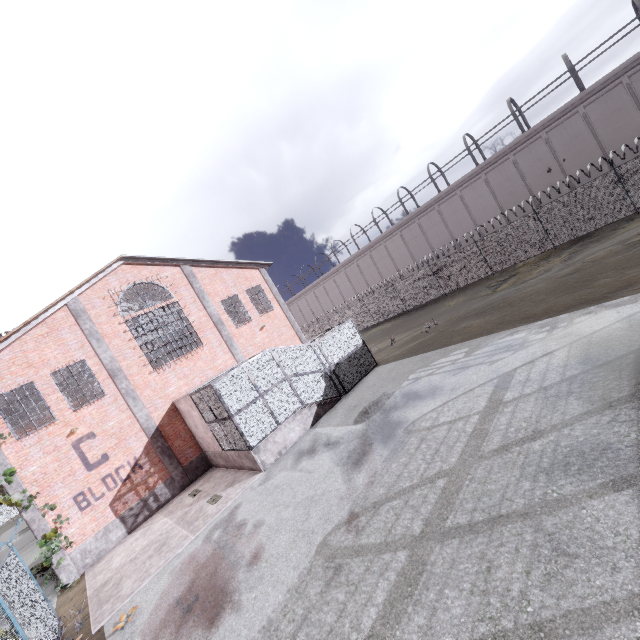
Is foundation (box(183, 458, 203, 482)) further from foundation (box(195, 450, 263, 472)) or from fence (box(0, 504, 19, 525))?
fence (box(0, 504, 19, 525))

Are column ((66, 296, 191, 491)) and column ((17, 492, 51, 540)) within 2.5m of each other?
no

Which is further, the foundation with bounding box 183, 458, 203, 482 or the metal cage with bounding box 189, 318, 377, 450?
the foundation with bounding box 183, 458, 203, 482

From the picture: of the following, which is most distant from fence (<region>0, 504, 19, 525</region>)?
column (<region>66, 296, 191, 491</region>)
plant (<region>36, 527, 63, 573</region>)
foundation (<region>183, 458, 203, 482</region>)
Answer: foundation (<region>183, 458, 203, 482</region>)

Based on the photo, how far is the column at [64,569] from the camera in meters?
12.5

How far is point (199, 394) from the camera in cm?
1375

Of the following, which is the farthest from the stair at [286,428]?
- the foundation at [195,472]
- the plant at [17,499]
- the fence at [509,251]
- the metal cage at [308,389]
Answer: the plant at [17,499]

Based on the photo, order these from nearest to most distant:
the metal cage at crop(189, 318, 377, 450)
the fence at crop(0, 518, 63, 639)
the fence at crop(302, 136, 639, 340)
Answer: the fence at crop(0, 518, 63, 639) → the metal cage at crop(189, 318, 377, 450) → the fence at crop(302, 136, 639, 340)
